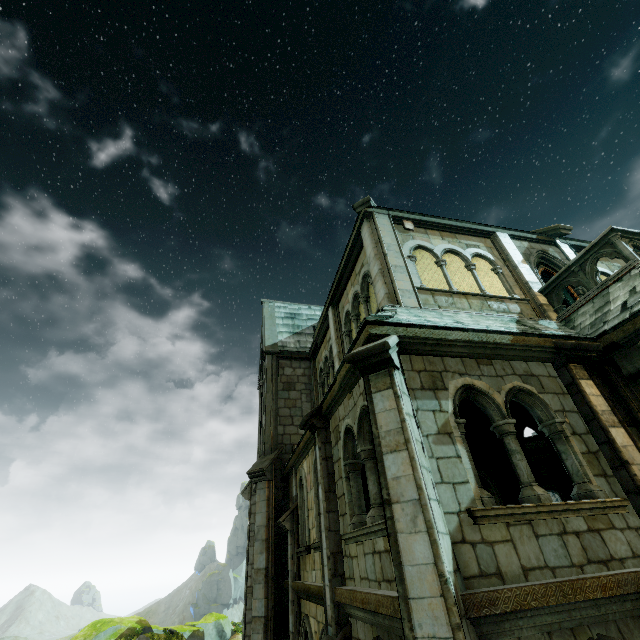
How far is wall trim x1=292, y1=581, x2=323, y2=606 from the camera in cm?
683

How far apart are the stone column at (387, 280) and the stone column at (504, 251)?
3.5m

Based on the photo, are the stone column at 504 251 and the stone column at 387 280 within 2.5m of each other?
no

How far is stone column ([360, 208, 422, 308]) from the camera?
7.9 meters

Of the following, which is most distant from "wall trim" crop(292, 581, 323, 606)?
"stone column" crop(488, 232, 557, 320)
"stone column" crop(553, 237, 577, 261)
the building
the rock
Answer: the rock

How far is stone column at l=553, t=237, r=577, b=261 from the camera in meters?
10.9

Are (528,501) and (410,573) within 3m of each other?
yes

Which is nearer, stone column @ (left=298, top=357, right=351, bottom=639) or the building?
stone column @ (left=298, top=357, right=351, bottom=639)
